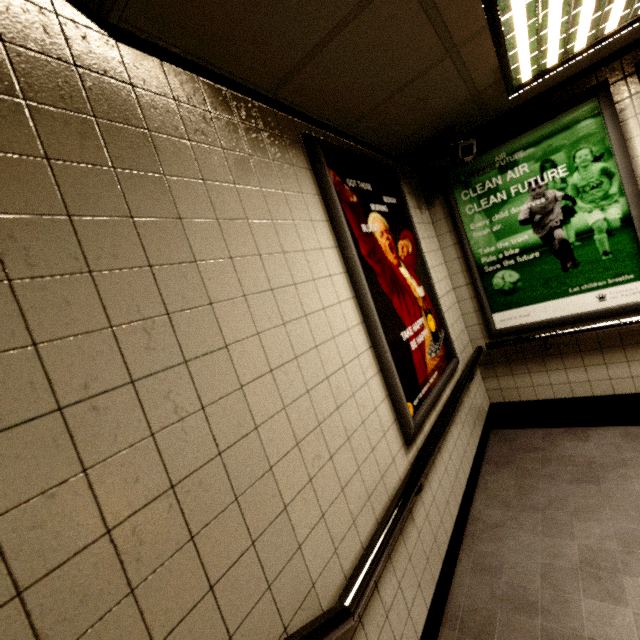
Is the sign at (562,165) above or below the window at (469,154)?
below

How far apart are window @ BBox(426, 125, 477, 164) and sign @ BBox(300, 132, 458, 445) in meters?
0.4 m

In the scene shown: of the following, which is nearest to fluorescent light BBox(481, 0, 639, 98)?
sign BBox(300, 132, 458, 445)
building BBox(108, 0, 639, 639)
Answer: building BBox(108, 0, 639, 639)

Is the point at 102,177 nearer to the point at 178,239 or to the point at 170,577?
the point at 178,239

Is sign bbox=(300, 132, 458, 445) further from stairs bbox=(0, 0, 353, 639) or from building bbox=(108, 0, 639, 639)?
stairs bbox=(0, 0, 353, 639)

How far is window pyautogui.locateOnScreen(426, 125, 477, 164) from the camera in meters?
2.6 m

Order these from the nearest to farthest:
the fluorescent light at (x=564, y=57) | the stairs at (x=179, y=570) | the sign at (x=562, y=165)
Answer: the stairs at (x=179, y=570) < the fluorescent light at (x=564, y=57) < the sign at (x=562, y=165)

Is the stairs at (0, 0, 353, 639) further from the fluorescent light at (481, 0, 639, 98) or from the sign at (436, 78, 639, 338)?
the sign at (436, 78, 639, 338)
